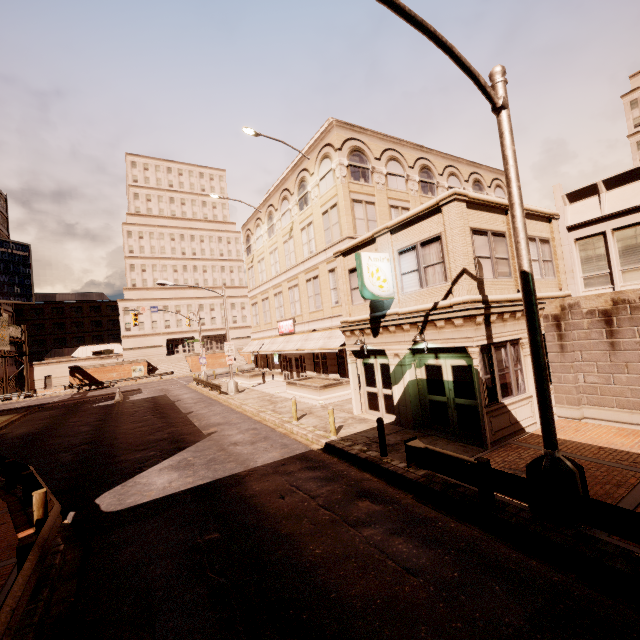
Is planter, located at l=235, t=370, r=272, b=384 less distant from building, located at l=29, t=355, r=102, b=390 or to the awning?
the awning

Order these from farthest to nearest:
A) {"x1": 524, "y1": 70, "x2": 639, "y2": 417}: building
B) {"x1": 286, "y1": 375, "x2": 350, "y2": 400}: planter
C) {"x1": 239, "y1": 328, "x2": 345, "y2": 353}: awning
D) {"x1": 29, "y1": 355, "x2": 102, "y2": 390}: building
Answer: {"x1": 29, "y1": 355, "x2": 102, "y2": 390}: building
{"x1": 239, "y1": 328, "x2": 345, "y2": 353}: awning
{"x1": 286, "y1": 375, "x2": 350, "y2": 400}: planter
{"x1": 524, "y1": 70, "x2": 639, "y2": 417}: building

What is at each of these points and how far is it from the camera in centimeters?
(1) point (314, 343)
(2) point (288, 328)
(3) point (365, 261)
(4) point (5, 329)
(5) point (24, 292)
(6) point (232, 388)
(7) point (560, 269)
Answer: (1) awning, 2367cm
(2) sign, 2955cm
(3) sign, 1228cm
(4) sign, 3825cm
(5) sign, 5534cm
(6) street light, 2700cm
(7) building, 1364cm

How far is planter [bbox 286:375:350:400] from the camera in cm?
2052

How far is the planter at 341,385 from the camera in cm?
2052

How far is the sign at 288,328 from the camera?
28.7m

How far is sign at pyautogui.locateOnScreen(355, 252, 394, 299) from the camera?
12.2 meters

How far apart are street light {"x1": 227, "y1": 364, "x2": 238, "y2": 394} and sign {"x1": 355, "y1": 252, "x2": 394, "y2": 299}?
17.8m
